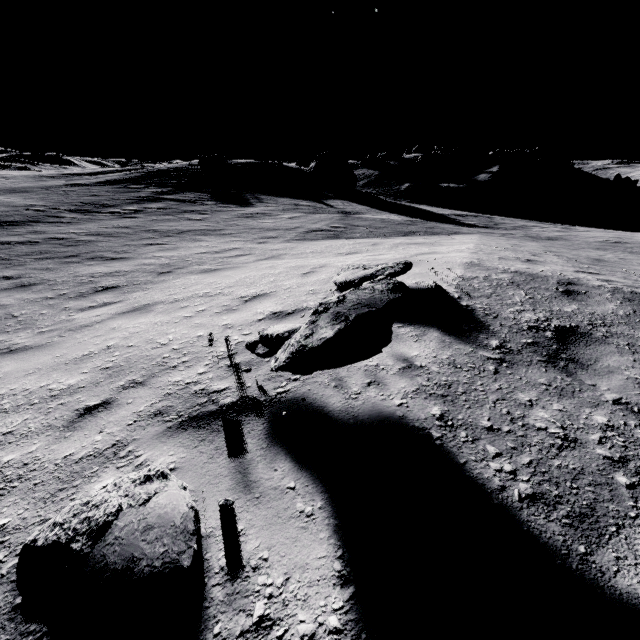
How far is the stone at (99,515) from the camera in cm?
147

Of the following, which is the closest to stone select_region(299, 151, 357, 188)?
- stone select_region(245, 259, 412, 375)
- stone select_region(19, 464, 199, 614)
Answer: stone select_region(245, 259, 412, 375)

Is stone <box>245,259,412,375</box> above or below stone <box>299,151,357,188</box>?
below

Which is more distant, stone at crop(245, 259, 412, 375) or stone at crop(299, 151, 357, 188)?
stone at crop(299, 151, 357, 188)

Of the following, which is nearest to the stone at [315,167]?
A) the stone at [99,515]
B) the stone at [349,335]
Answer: the stone at [349,335]

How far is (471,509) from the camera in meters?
1.8 m

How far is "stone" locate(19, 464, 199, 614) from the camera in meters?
1.5

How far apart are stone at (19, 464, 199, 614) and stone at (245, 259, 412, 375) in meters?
0.9
